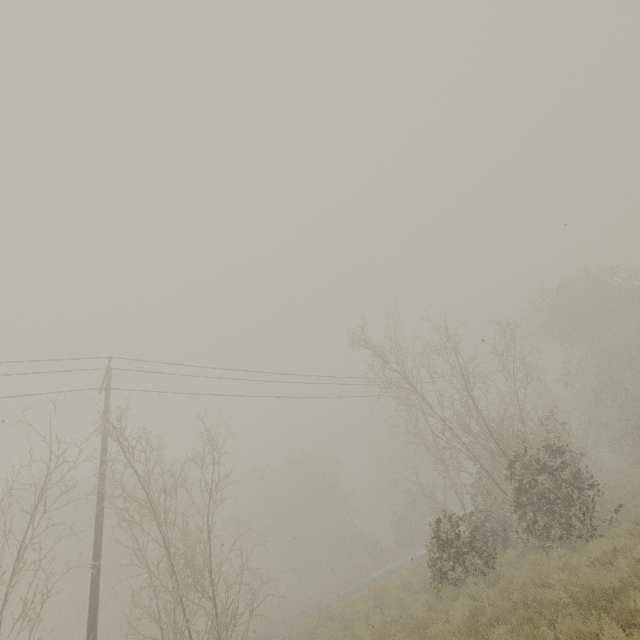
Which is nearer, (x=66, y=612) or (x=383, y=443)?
(x=66, y=612)
